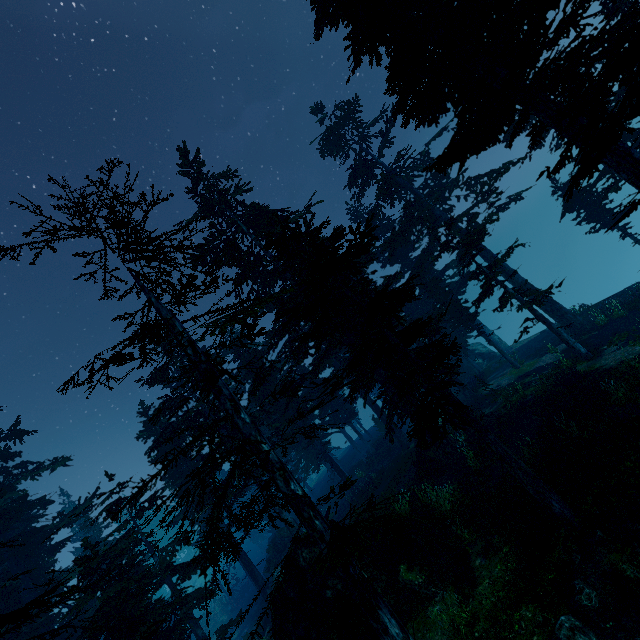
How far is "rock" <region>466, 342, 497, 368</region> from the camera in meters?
34.1 m

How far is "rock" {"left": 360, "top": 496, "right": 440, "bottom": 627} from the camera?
10.77m

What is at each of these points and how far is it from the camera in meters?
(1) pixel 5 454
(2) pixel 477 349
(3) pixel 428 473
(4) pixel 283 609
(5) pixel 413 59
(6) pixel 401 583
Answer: (1) instancedfoliageactor, 22.4 m
(2) rock, 36.8 m
(3) tree trunk, 18.2 m
(4) rock, 10.9 m
(5) instancedfoliageactor, 10.9 m
(6) rock, 11.2 m

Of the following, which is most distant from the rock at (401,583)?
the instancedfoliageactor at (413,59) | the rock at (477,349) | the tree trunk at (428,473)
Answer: the rock at (477,349)

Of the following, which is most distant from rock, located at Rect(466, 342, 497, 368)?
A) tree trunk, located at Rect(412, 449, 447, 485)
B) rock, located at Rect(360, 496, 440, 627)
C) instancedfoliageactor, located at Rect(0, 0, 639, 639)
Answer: rock, located at Rect(360, 496, 440, 627)

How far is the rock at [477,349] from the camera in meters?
34.1

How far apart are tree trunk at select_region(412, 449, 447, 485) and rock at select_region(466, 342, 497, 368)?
17.6 meters

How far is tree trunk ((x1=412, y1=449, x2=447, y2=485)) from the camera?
17.6m
